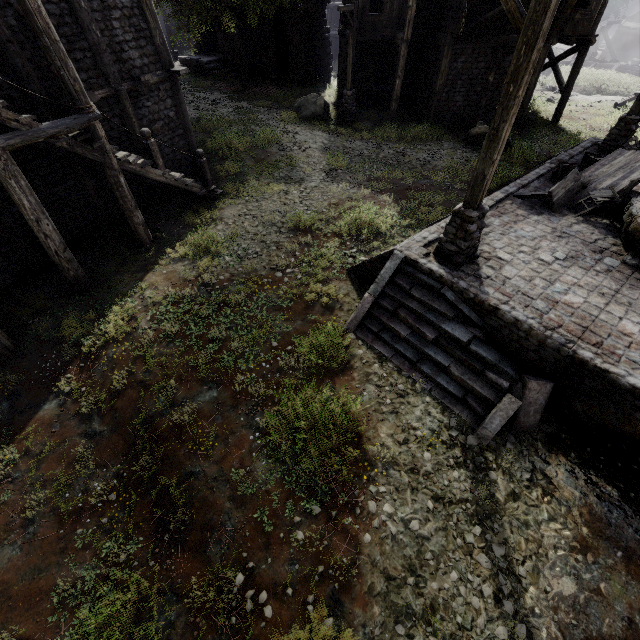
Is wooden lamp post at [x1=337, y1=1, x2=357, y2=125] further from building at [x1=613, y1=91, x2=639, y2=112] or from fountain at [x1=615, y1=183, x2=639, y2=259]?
fountain at [x1=615, y1=183, x2=639, y2=259]

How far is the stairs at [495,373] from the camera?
6.1m

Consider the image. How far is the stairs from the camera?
6.13m

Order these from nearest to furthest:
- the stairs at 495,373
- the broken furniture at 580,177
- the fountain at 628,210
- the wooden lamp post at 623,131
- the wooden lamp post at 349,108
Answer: the stairs at 495,373 < the fountain at 628,210 < the broken furniture at 580,177 < the wooden lamp post at 623,131 < the wooden lamp post at 349,108

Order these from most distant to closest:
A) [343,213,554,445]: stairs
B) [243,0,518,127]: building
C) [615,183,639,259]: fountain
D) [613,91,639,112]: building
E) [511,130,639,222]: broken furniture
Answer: [613,91,639,112]: building < [243,0,518,127]: building < [511,130,639,222]: broken furniture < [615,183,639,259]: fountain < [343,213,554,445]: stairs

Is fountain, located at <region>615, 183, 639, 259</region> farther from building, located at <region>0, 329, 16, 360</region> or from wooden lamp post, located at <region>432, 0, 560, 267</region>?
building, located at <region>0, 329, 16, 360</region>

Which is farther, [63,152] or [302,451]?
[63,152]

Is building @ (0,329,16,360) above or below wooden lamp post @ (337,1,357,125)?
below
